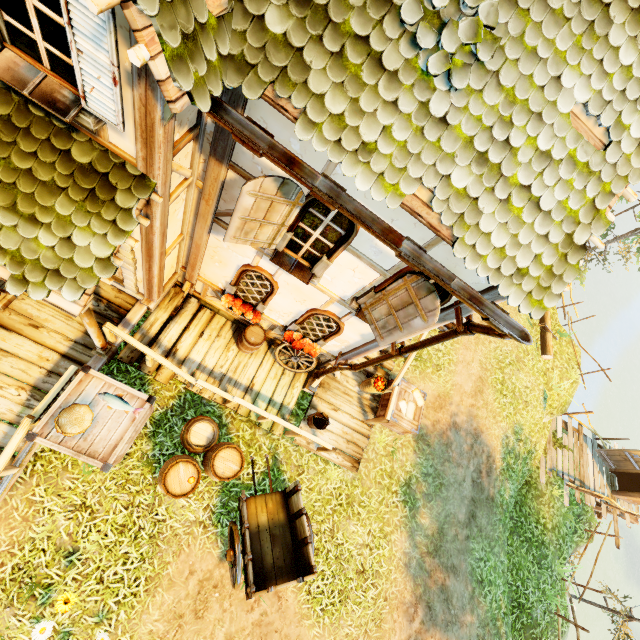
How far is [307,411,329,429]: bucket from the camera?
7.3 meters

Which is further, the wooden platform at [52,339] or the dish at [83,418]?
the wooden platform at [52,339]

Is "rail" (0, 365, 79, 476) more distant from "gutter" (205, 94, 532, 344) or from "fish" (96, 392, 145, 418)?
"gutter" (205, 94, 532, 344)

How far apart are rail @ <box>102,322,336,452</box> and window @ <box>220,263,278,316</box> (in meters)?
1.62

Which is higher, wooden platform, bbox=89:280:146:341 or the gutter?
the gutter

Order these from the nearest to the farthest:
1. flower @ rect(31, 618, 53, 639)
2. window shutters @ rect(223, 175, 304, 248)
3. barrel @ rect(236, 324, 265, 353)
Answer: window shutters @ rect(223, 175, 304, 248) < flower @ rect(31, 618, 53, 639) < barrel @ rect(236, 324, 265, 353)

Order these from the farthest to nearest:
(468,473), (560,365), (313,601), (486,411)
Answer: (560,365) → (486,411) → (468,473) → (313,601)

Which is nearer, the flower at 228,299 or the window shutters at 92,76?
the window shutters at 92,76
